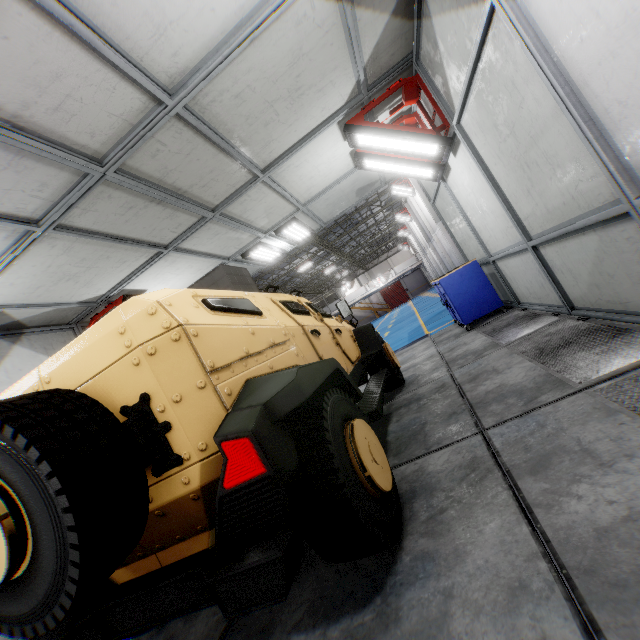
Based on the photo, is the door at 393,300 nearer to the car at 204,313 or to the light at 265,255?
the light at 265,255

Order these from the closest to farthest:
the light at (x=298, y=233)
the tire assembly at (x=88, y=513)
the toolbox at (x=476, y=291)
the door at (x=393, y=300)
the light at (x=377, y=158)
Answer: the tire assembly at (x=88, y=513) < the light at (x=377, y=158) < the toolbox at (x=476, y=291) < the light at (x=298, y=233) < the door at (x=393, y=300)

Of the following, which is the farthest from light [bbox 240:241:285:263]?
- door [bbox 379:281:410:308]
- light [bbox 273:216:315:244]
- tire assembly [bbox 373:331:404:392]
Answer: door [bbox 379:281:410:308]

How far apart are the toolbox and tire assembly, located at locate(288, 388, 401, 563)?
4.6m

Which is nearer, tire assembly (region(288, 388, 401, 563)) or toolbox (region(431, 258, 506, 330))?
tire assembly (region(288, 388, 401, 563))

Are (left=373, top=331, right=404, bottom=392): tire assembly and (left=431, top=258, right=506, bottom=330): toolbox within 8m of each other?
yes

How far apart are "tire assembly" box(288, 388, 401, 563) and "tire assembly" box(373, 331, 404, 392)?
2.4m

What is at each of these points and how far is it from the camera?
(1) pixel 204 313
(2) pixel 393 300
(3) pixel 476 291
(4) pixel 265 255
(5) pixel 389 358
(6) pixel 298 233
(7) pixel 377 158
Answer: (1) car, 1.9m
(2) door, 55.3m
(3) toolbox, 6.3m
(4) light, 8.4m
(5) tire assembly, 5.2m
(6) light, 8.1m
(7) light, 5.7m
